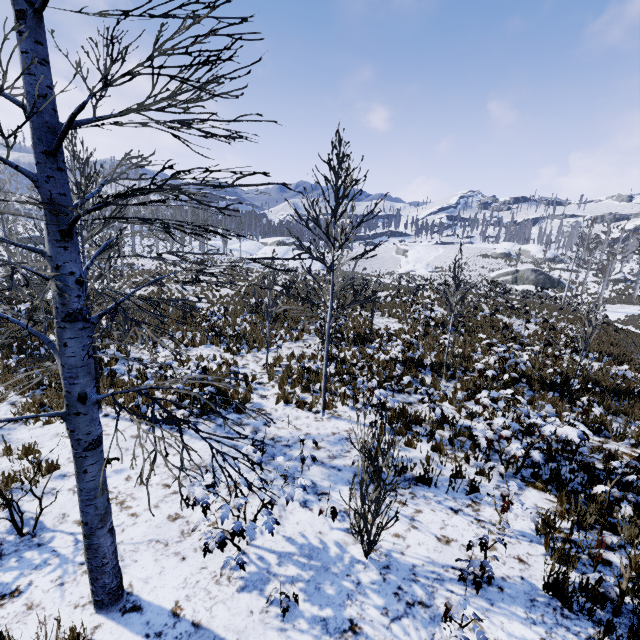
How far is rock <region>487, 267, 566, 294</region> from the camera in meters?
45.2 m

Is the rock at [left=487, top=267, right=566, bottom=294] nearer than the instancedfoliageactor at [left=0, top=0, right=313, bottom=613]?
No

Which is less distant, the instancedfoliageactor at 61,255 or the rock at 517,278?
the instancedfoliageactor at 61,255

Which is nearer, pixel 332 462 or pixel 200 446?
pixel 332 462

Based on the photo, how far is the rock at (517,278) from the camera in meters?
45.2
